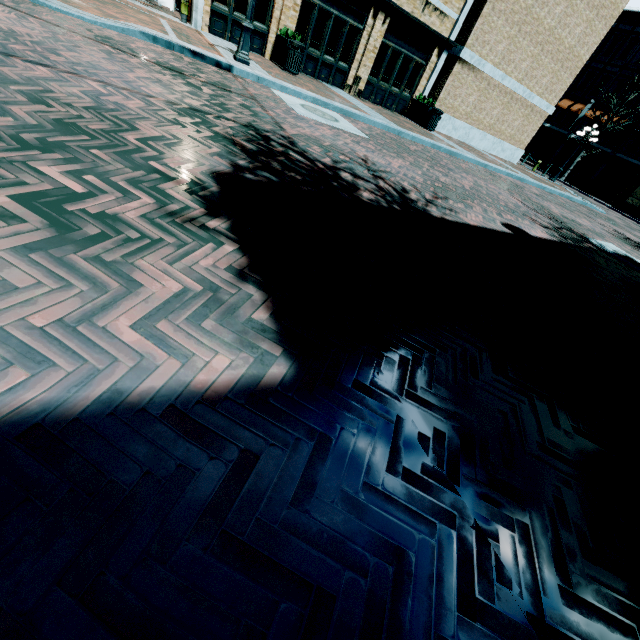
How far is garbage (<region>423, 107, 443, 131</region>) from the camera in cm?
1499

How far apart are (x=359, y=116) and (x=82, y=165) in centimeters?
964cm

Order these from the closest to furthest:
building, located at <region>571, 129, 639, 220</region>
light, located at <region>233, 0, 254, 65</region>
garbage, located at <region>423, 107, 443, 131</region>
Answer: light, located at <region>233, 0, 254, 65</region> < garbage, located at <region>423, 107, 443, 131</region> < building, located at <region>571, 129, 639, 220</region>

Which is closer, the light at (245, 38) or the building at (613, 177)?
the light at (245, 38)

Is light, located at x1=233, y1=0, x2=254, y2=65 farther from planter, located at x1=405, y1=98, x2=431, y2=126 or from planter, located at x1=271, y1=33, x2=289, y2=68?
planter, located at x1=405, y1=98, x2=431, y2=126

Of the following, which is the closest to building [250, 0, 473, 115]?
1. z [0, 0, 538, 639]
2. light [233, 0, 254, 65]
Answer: z [0, 0, 538, 639]

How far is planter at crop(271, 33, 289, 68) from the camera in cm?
1161

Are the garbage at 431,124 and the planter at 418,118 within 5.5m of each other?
yes
